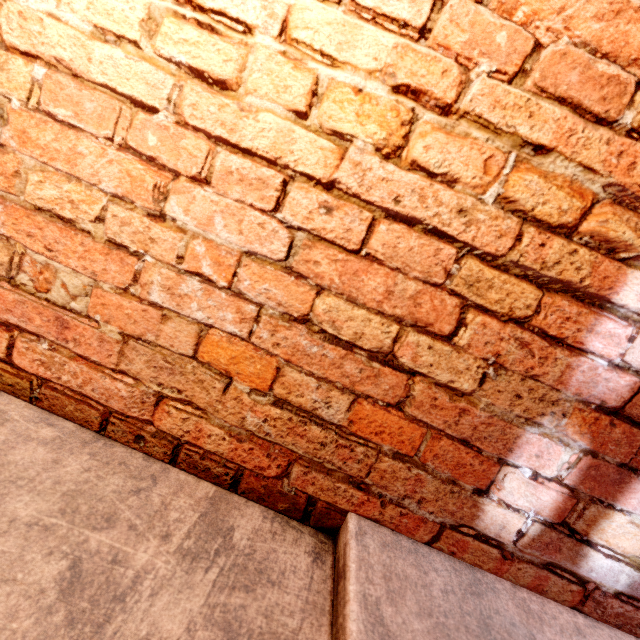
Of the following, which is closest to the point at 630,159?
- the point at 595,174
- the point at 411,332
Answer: the point at 595,174
